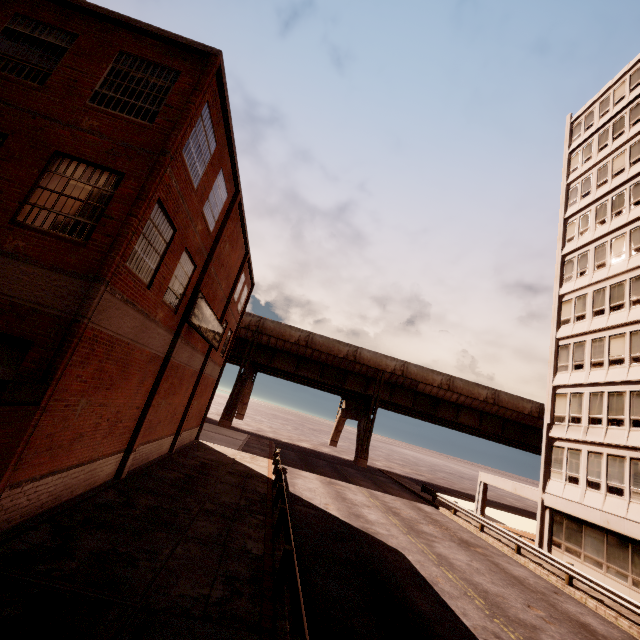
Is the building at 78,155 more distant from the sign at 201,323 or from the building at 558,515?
the building at 558,515

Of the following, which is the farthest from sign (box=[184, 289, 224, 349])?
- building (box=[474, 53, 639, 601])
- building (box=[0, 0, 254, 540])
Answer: building (box=[474, 53, 639, 601])

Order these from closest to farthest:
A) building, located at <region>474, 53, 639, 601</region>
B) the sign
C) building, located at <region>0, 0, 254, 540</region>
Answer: building, located at <region>0, 0, 254, 540</region> → the sign → building, located at <region>474, 53, 639, 601</region>

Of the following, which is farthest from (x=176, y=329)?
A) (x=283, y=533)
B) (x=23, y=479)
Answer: (x=283, y=533)

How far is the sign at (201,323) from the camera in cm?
1451

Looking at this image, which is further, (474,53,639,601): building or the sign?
(474,53,639,601): building

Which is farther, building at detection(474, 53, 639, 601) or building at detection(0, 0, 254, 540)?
building at detection(474, 53, 639, 601)
